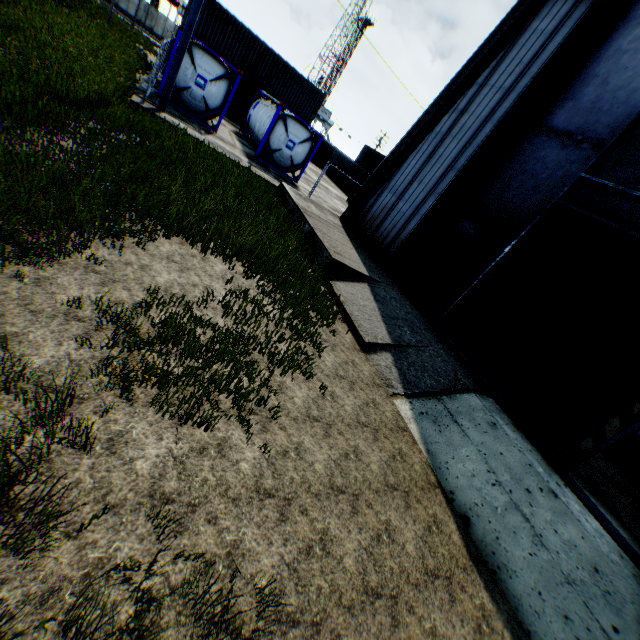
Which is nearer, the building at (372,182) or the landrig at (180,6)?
the building at (372,182)

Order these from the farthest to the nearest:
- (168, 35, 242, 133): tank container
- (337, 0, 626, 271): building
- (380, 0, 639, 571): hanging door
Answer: (168, 35, 242, 133): tank container
(337, 0, 626, 271): building
(380, 0, 639, 571): hanging door

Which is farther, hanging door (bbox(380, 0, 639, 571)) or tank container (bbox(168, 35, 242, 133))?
tank container (bbox(168, 35, 242, 133))

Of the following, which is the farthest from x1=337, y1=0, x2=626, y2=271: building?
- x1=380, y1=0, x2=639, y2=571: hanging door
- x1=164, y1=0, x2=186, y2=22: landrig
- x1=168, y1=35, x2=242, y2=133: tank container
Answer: x1=164, y1=0, x2=186, y2=22: landrig

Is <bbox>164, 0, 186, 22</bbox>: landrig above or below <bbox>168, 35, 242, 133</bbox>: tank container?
above

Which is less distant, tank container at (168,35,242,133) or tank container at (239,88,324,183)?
tank container at (168,35,242,133)

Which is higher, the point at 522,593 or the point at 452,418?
the point at 452,418

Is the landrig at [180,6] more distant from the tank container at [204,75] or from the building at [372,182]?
the building at [372,182]
